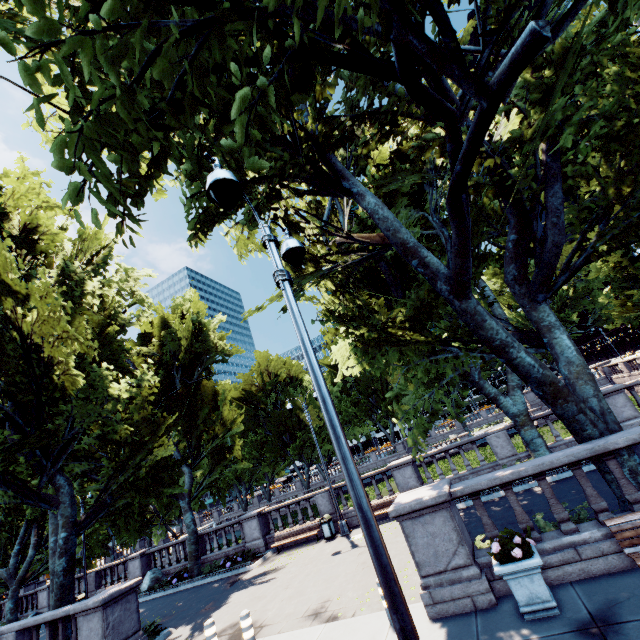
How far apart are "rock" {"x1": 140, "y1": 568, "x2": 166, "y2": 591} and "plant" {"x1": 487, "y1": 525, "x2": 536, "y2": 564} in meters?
21.8 m

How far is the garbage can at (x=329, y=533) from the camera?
16.5m

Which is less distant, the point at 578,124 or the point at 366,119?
the point at 578,124

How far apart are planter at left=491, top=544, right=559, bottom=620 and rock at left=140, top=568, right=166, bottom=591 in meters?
21.7 m

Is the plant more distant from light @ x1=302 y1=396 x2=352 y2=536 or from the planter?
light @ x1=302 y1=396 x2=352 y2=536

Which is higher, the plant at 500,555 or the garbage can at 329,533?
the plant at 500,555

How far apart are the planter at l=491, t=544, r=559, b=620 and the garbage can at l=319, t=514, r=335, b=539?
11.96m

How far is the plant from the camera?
5.7 meters
